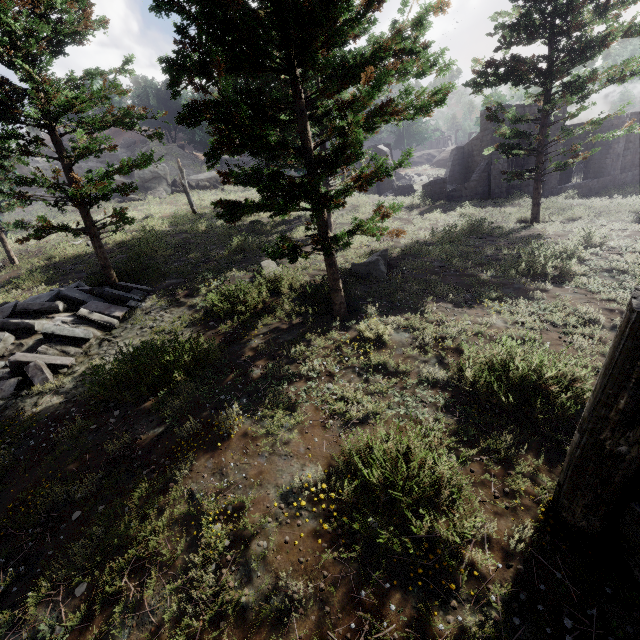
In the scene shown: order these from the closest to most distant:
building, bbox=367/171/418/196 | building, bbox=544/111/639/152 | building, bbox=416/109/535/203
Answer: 1. building, bbox=416/109/535/203
2. building, bbox=544/111/639/152
3. building, bbox=367/171/418/196

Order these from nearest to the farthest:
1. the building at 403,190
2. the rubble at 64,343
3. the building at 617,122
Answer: the rubble at 64,343, the building at 617,122, the building at 403,190

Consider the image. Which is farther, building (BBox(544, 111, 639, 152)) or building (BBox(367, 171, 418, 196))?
building (BBox(367, 171, 418, 196))

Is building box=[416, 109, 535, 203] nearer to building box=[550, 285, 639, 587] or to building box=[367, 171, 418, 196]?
building box=[550, 285, 639, 587]

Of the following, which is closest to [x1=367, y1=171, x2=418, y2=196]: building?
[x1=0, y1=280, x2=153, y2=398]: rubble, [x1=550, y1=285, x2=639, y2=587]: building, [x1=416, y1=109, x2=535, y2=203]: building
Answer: [x1=416, y1=109, x2=535, y2=203]: building

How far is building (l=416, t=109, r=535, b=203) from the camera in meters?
22.5

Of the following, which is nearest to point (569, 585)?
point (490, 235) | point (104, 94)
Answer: point (104, 94)

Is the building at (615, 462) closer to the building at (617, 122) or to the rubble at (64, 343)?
the building at (617, 122)
